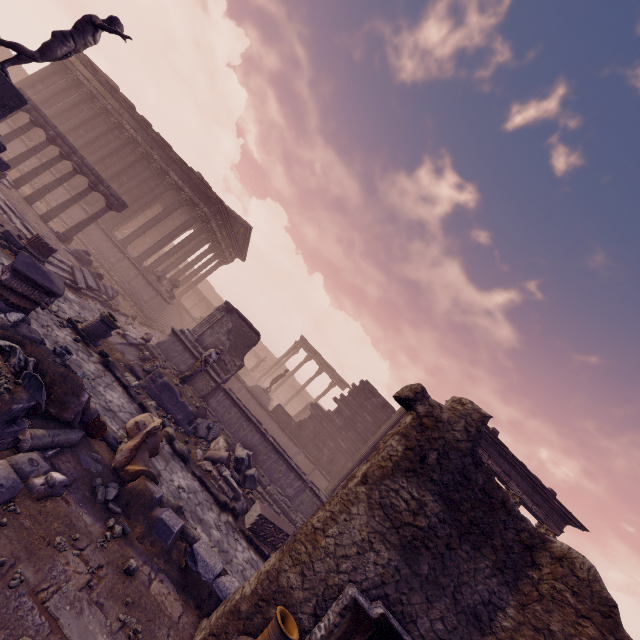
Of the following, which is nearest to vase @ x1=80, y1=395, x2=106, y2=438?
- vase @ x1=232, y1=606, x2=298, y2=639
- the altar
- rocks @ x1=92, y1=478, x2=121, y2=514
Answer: rocks @ x1=92, y1=478, x2=121, y2=514

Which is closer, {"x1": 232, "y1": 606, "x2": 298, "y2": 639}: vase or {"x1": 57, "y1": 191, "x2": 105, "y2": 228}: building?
{"x1": 232, "y1": 606, "x2": 298, "y2": 639}: vase

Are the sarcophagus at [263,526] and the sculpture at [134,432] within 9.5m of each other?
yes

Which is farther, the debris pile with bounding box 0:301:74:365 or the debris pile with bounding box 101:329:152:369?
the debris pile with bounding box 101:329:152:369

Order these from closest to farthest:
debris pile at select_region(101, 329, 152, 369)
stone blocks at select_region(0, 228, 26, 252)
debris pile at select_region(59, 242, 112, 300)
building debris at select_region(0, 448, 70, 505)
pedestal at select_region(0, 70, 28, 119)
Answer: building debris at select_region(0, 448, 70, 505) < pedestal at select_region(0, 70, 28, 119) < stone blocks at select_region(0, 228, 26, 252) < debris pile at select_region(101, 329, 152, 369) < debris pile at select_region(59, 242, 112, 300)

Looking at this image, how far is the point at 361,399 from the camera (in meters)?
19.75

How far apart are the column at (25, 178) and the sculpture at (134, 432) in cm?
1423

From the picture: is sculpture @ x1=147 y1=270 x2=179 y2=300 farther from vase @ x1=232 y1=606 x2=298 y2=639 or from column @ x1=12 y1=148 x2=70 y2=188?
vase @ x1=232 y1=606 x2=298 y2=639
